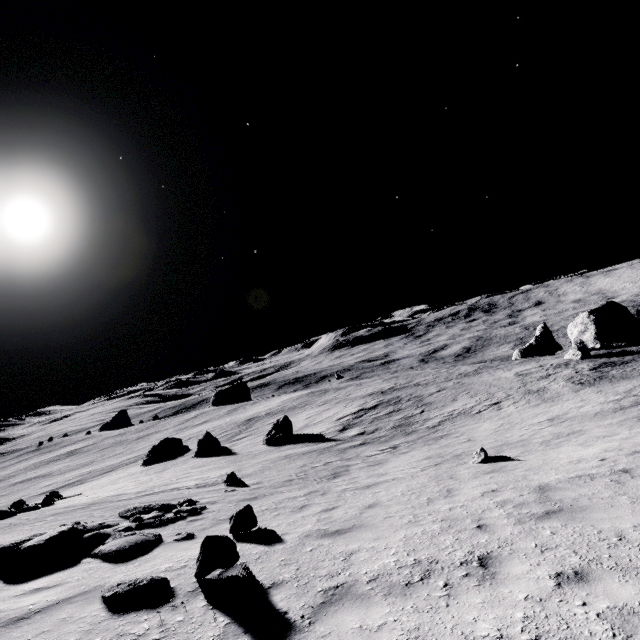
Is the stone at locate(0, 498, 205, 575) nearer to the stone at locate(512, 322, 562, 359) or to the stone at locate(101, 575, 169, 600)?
the stone at locate(101, 575, 169, 600)

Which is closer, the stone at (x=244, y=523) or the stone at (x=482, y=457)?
the stone at (x=244, y=523)

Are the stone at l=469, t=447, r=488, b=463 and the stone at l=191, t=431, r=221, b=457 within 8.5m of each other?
no

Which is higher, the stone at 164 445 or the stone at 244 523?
the stone at 244 523

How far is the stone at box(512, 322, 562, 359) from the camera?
52.4m

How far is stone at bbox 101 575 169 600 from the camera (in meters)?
4.77

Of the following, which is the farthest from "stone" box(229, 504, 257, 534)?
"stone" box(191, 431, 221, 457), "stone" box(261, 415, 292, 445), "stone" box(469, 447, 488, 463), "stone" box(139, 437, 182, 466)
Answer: "stone" box(139, 437, 182, 466)

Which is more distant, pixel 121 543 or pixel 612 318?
pixel 612 318
